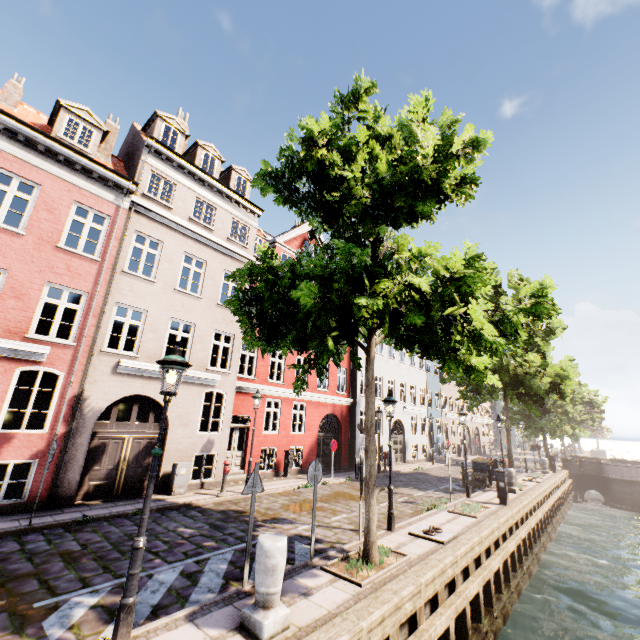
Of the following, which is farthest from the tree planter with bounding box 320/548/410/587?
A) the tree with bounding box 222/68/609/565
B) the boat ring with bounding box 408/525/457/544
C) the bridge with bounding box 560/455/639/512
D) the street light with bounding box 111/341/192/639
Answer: → the bridge with bounding box 560/455/639/512

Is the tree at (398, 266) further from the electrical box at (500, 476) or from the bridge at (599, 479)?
the electrical box at (500, 476)

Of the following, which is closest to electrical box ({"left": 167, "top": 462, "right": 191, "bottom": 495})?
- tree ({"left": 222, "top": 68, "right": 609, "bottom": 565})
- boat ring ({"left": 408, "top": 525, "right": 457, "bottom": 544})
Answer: tree ({"left": 222, "top": 68, "right": 609, "bottom": 565})

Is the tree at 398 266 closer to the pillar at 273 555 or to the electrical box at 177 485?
the pillar at 273 555

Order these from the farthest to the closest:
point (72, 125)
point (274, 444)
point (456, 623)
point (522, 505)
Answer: point (274, 444) < point (522, 505) < point (72, 125) < point (456, 623)

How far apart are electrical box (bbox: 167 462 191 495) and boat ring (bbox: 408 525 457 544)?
7.9m

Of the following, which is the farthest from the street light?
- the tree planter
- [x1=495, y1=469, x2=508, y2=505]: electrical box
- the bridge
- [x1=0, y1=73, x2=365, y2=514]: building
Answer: the bridge

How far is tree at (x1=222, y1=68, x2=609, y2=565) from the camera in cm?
547
